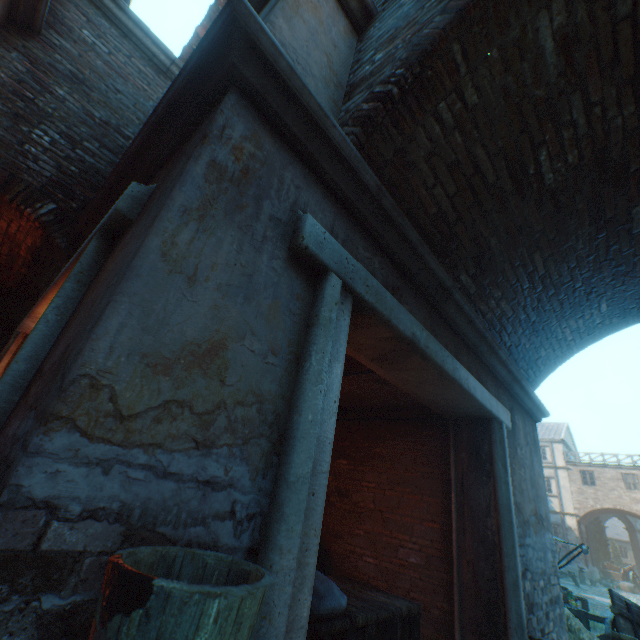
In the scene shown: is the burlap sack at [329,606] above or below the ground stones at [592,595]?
above

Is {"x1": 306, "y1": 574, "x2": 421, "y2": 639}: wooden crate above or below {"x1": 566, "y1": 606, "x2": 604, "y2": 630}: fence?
above

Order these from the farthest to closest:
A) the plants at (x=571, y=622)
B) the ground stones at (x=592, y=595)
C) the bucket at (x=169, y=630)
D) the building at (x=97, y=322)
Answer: the ground stones at (x=592, y=595) → the plants at (x=571, y=622) → the building at (x=97, y=322) → the bucket at (x=169, y=630)

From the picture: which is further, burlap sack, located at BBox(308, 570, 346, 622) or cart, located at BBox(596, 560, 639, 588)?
cart, located at BBox(596, 560, 639, 588)

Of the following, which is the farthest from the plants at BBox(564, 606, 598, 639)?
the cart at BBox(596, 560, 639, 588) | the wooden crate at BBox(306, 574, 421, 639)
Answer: the cart at BBox(596, 560, 639, 588)

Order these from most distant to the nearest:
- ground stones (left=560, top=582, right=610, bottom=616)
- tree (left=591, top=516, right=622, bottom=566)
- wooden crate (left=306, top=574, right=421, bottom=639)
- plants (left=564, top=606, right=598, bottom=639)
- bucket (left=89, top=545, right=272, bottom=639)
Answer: tree (left=591, top=516, right=622, bottom=566) < ground stones (left=560, top=582, right=610, bottom=616) < plants (left=564, top=606, right=598, bottom=639) < wooden crate (left=306, top=574, right=421, bottom=639) < bucket (left=89, top=545, right=272, bottom=639)

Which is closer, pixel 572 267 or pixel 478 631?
pixel 478 631

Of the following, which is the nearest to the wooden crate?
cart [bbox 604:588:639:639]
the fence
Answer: the fence
